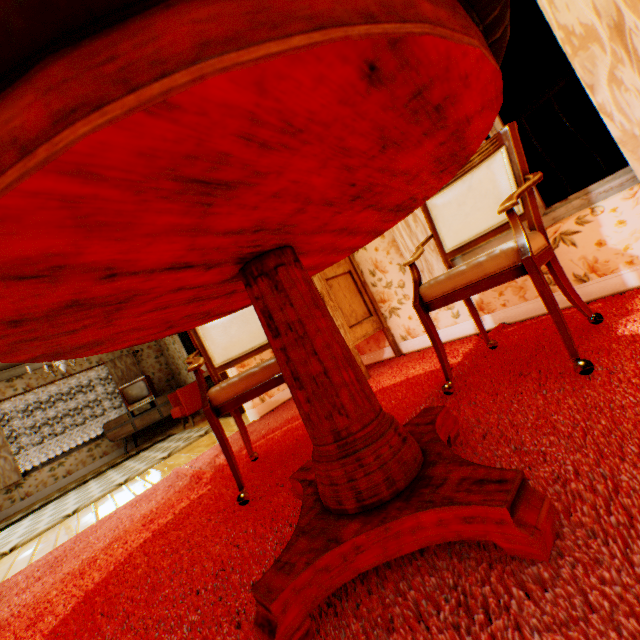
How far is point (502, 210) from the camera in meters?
1.5 m

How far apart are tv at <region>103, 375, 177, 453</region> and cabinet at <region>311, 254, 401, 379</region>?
5.55m

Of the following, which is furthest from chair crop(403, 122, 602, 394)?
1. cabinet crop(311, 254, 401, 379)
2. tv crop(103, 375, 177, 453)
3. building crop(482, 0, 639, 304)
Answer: tv crop(103, 375, 177, 453)

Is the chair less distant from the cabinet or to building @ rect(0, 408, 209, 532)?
building @ rect(0, 408, 209, 532)

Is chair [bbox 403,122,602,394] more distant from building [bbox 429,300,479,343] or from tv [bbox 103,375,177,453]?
tv [bbox 103,375,177,453]

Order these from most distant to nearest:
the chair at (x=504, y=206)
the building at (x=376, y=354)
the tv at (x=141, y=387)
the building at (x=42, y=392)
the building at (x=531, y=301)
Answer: the tv at (x=141, y=387)
the building at (x=42, y=392)
the building at (x=376, y=354)
the building at (x=531, y=301)
the chair at (x=504, y=206)

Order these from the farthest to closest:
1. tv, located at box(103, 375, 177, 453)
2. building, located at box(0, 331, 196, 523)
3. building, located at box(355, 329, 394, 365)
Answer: tv, located at box(103, 375, 177, 453) < building, located at box(0, 331, 196, 523) < building, located at box(355, 329, 394, 365)

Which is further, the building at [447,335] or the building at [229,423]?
the building at [229,423]
